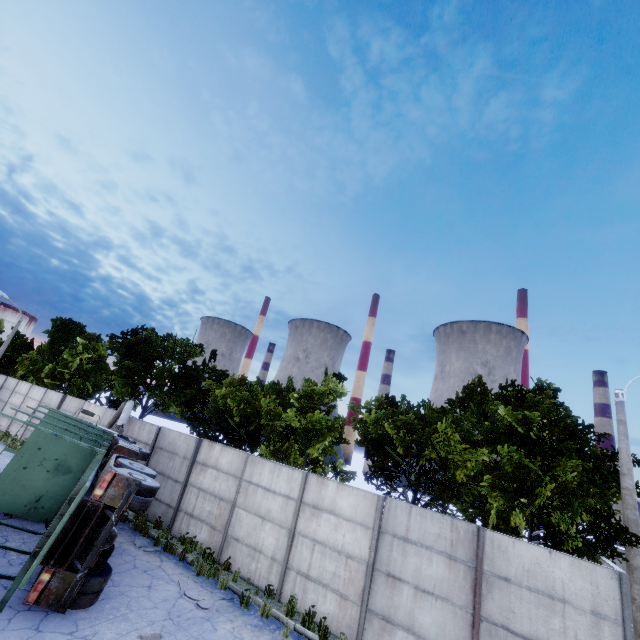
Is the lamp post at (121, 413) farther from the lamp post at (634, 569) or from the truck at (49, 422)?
the lamp post at (634, 569)

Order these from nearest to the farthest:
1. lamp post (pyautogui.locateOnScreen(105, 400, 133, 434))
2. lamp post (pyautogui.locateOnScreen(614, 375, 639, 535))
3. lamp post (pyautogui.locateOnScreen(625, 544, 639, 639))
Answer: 1. lamp post (pyautogui.locateOnScreen(625, 544, 639, 639))
2. lamp post (pyautogui.locateOnScreen(614, 375, 639, 535))
3. lamp post (pyautogui.locateOnScreen(105, 400, 133, 434))

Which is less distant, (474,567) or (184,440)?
(474,567)

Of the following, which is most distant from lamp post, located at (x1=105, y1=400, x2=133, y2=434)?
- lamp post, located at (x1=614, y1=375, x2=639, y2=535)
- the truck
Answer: lamp post, located at (x1=614, y1=375, x2=639, y2=535)

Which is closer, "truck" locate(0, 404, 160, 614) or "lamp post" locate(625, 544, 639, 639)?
"truck" locate(0, 404, 160, 614)

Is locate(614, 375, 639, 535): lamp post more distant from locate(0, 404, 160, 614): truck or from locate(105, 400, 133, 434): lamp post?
locate(105, 400, 133, 434): lamp post
